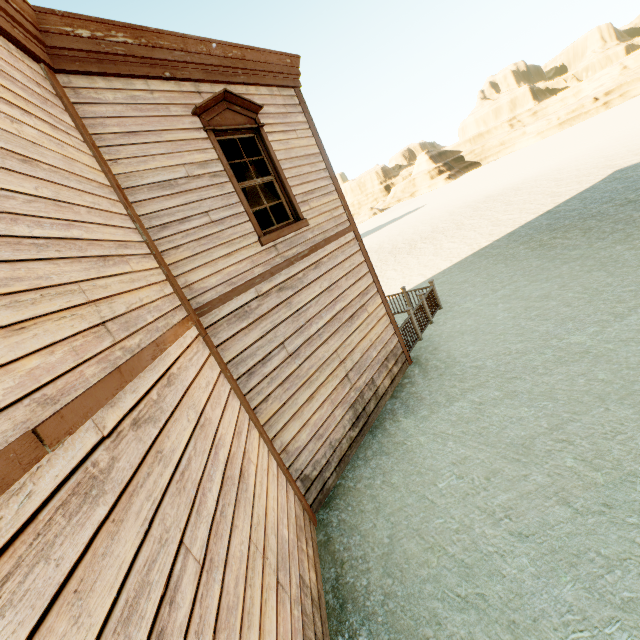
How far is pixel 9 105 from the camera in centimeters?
244cm

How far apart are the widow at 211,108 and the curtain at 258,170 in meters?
0.0 m

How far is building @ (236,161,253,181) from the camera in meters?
7.9

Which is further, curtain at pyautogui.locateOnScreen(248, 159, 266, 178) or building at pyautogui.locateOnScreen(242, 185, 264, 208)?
building at pyautogui.locateOnScreen(242, 185, 264, 208)

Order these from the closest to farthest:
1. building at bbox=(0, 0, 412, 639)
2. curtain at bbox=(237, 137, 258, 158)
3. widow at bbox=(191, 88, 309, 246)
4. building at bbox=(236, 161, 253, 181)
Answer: building at bbox=(0, 0, 412, 639) < widow at bbox=(191, 88, 309, 246) < curtain at bbox=(237, 137, 258, 158) < building at bbox=(236, 161, 253, 181)

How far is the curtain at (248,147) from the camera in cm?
550

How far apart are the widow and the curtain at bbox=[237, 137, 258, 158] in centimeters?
2cm
